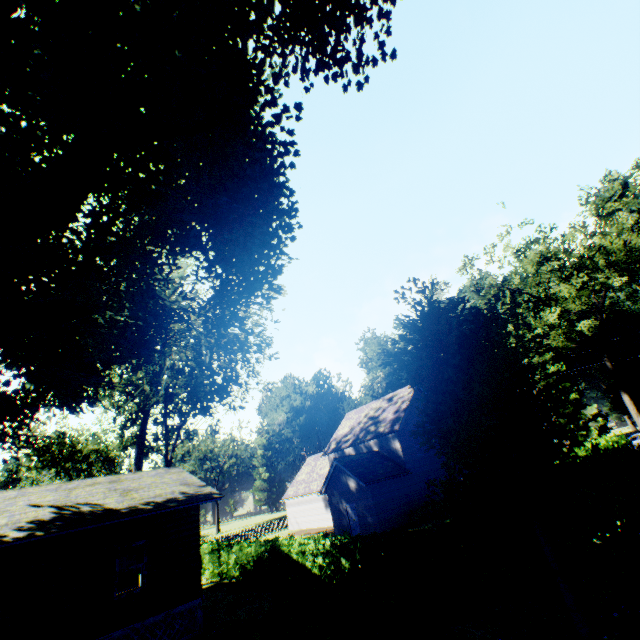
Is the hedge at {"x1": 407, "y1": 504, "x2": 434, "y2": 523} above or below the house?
below

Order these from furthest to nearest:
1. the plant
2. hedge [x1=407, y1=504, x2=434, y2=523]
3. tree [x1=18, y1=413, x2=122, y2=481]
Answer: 1. tree [x1=18, y1=413, x2=122, y2=481]
2. hedge [x1=407, y1=504, x2=434, y2=523]
3. the plant

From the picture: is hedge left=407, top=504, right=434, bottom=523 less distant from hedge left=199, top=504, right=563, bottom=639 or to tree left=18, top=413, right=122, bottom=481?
hedge left=199, top=504, right=563, bottom=639

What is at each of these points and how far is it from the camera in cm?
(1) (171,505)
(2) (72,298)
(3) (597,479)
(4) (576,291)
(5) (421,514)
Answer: (1) house, 1266
(2) plant, 1032
(3) hedge, 762
(4) tree, 3041
(5) hedge, 2448

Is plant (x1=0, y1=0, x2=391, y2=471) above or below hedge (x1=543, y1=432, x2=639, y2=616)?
above

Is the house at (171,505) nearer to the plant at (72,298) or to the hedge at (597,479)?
the plant at (72,298)

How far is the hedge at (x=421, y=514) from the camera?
24.11m

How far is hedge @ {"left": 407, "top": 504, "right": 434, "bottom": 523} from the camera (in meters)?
24.11
